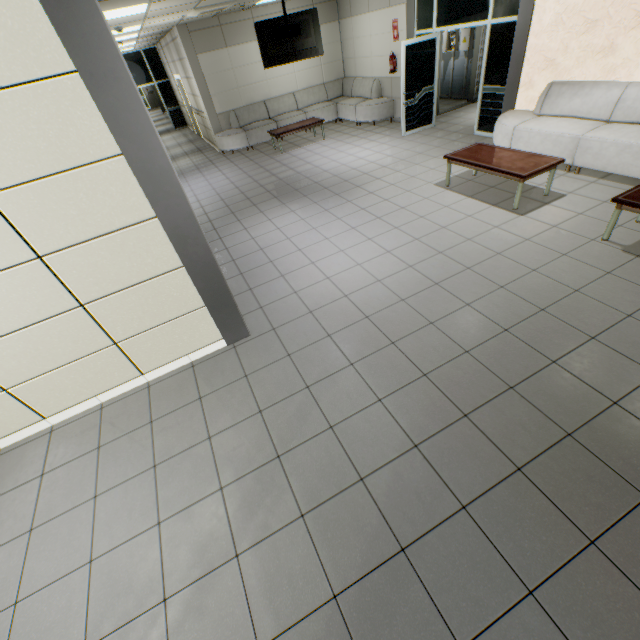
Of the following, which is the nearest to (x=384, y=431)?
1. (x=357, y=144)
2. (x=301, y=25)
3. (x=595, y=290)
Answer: (x=595, y=290)

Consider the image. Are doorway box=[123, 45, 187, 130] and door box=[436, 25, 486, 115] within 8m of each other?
no

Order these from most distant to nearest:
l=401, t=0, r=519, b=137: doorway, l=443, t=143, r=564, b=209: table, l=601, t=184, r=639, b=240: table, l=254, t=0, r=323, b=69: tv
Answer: l=254, t=0, r=323, b=69: tv → l=401, t=0, r=519, b=137: doorway → l=443, t=143, r=564, b=209: table → l=601, t=184, r=639, b=240: table

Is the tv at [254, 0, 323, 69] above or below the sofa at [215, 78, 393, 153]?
above

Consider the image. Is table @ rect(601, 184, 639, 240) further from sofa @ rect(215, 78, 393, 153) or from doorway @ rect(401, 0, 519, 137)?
sofa @ rect(215, 78, 393, 153)

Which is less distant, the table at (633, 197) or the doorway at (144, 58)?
the table at (633, 197)

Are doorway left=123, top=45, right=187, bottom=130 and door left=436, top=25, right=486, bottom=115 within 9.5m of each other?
no

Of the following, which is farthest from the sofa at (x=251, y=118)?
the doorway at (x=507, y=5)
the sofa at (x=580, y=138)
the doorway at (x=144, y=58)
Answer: the doorway at (x=144, y=58)
